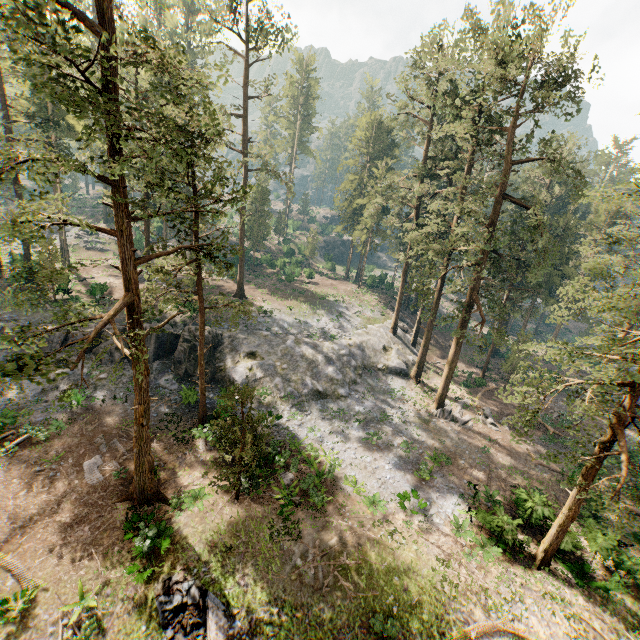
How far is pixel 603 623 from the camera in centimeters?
1556cm

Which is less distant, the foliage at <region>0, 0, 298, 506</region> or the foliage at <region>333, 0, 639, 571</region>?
the foliage at <region>0, 0, 298, 506</region>

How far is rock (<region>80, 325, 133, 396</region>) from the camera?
25.5 meters

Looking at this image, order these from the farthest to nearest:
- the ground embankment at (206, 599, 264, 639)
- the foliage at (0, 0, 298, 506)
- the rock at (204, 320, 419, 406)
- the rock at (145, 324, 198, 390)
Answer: the rock at (204, 320, 419, 406) → the rock at (145, 324, 198, 390) → the ground embankment at (206, 599, 264, 639) → the foliage at (0, 0, 298, 506)

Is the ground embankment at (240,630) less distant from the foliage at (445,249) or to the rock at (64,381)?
the foliage at (445,249)

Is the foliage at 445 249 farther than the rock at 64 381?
No

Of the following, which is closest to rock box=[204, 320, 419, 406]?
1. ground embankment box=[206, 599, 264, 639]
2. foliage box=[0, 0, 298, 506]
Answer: foliage box=[0, 0, 298, 506]
